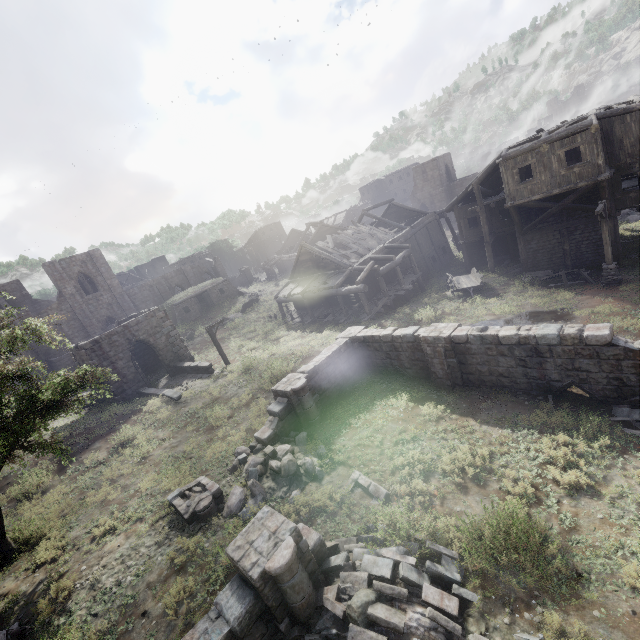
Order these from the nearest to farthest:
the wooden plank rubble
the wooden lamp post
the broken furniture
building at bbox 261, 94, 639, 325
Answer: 1. the wooden lamp post
2. building at bbox 261, 94, 639, 325
3. the broken furniture
4. the wooden plank rubble

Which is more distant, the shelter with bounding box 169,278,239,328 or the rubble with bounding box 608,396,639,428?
the shelter with bounding box 169,278,239,328

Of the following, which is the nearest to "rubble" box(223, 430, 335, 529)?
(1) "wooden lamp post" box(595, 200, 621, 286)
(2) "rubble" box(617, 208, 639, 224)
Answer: (1) "wooden lamp post" box(595, 200, 621, 286)

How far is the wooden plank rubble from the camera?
27.83m

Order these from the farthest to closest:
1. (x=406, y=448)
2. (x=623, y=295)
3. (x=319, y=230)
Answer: (x=319, y=230) → (x=623, y=295) → (x=406, y=448)

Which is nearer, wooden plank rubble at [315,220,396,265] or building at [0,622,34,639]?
building at [0,622,34,639]

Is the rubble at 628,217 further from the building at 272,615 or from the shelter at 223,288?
the shelter at 223,288

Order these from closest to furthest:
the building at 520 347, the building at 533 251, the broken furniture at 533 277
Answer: the building at 520 347 < the building at 533 251 < the broken furniture at 533 277
